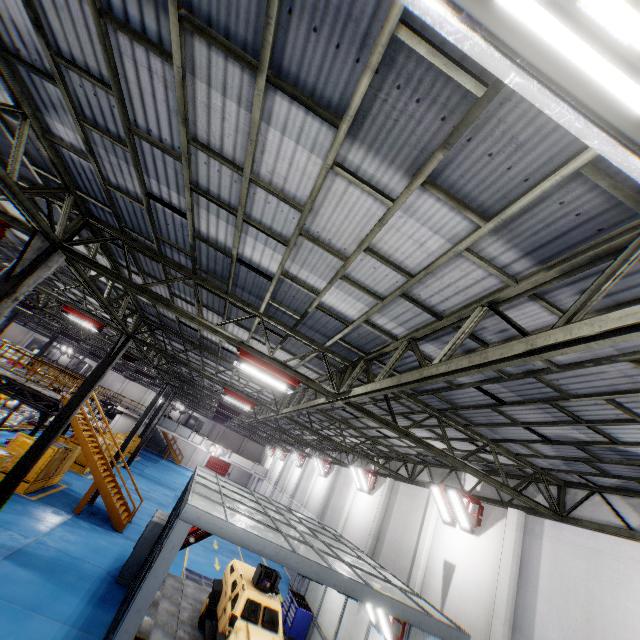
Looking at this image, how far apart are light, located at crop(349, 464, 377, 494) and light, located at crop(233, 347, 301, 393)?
13.1m

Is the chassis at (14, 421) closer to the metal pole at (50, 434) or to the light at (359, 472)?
the metal pole at (50, 434)

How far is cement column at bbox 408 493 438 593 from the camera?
12.4 meters

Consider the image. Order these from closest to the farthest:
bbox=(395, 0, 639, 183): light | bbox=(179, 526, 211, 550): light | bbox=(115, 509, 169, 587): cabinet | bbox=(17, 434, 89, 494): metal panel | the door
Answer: bbox=(395, 0, 639, 183): light → bbox=(179, 526, 211, 550): light → bbox=(115, 509, 169, 587): cabinet → bbox=(17, 434, 89, 494): metal panel → the door

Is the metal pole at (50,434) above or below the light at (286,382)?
below

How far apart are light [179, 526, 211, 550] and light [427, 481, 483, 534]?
7.8 meters

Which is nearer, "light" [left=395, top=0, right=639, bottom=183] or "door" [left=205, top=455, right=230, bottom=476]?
"light" [left=395, top=0, right=639, bottom=183]

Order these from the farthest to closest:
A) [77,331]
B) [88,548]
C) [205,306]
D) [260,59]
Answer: [77,331] → [88,548] → [205,306] → [260,59]
